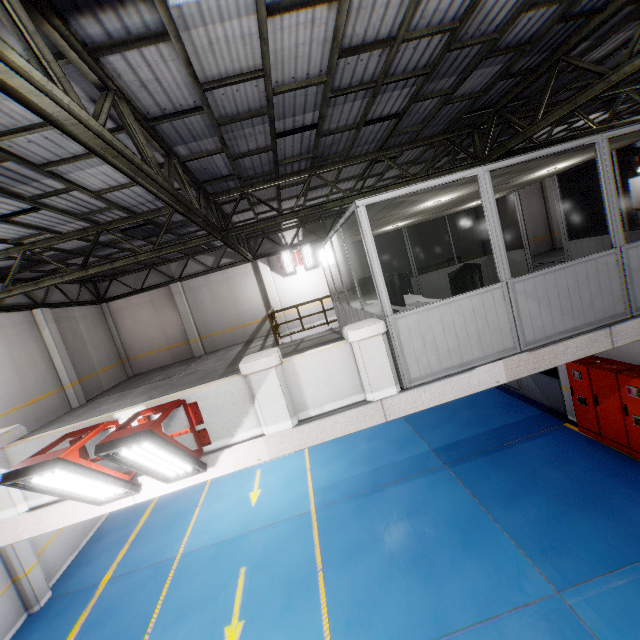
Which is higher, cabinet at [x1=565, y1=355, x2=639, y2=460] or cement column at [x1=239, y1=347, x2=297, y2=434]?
cement column at [x1=239, y1=347, x2=297, y2=434]

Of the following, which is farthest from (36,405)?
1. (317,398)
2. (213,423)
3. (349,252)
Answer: (349,252)

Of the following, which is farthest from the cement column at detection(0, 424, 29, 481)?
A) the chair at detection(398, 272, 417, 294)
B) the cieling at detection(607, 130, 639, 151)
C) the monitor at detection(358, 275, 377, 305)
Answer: the chair at detection(398, 272, 417, 294)

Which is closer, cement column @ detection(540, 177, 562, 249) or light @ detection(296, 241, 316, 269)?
light @ detection(296, 241, 316, 269)

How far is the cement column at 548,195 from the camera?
17.1 meters

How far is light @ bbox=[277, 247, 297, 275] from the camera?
15.1m

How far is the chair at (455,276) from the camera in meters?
5.9

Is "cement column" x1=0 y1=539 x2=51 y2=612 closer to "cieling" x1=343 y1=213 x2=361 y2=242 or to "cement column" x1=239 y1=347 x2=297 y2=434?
"cement column" x1=239 y1=347 x2=297 y2=434
